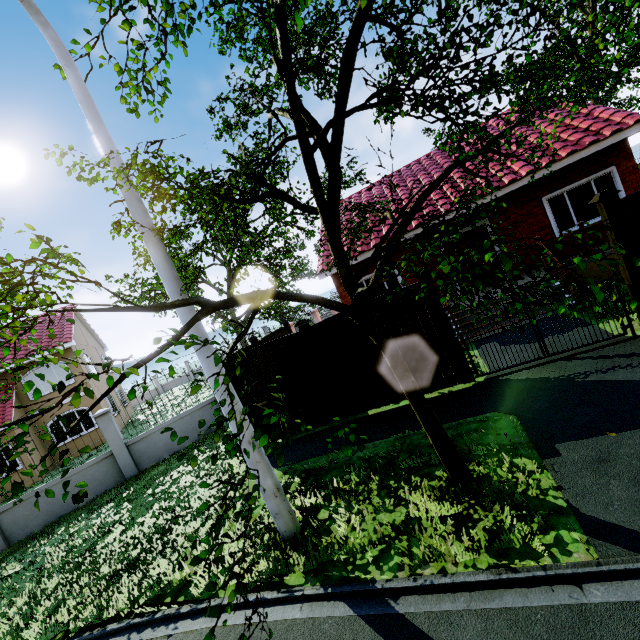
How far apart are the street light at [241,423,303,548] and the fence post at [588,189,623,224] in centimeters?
674cm

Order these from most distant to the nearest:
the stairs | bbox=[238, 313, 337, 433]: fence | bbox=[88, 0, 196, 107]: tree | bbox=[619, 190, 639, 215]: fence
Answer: the stairs
bbox=[238, 313, 337, 433]: fence
bbox=[619, 190, 639, 215]: fence
bbox=[88, 0, 196, 107]: tree

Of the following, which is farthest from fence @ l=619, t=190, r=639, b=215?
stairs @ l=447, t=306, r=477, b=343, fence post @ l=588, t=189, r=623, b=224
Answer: stairs @ l=447, t=306, r=477, b=343

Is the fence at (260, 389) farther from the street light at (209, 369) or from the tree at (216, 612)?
the street light at (209, 369)

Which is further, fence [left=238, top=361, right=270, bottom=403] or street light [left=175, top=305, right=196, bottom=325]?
fence [left=238, top=361, right=270, bottom=403]

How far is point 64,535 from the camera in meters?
8.3 m

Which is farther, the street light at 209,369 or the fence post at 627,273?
the fence post at 627,273

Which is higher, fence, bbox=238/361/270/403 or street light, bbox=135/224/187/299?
street light, bbox=135/224/187/299
